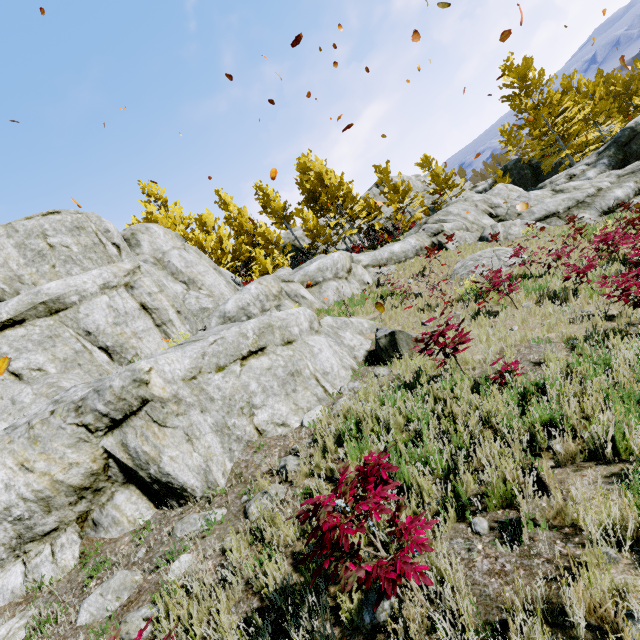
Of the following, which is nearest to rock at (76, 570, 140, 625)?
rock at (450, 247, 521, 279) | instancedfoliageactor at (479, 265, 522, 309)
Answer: instancedfoliageactor at (479, 265, 522, 309)

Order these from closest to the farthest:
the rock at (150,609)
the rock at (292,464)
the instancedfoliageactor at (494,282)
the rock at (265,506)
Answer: the rock at (150,609), the rock at (265,506), the rock at (292,464), the instancedfoliageactor at (494,282)

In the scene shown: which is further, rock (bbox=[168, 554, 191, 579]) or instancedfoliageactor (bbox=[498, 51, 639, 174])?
instancedfoliageactor (bbox=[498, 51, 639, 174])

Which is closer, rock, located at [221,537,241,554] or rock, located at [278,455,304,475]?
rock, located at [221,537,241,554]

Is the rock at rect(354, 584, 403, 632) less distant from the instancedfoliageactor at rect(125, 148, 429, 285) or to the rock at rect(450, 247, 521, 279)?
the instancedfoliageactor at rect(125, 148, 429, 285)

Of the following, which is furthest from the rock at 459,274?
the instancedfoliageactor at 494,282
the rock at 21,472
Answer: the instancedfoliageactor at 494,282

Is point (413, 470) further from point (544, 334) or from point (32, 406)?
point (32, 406)
